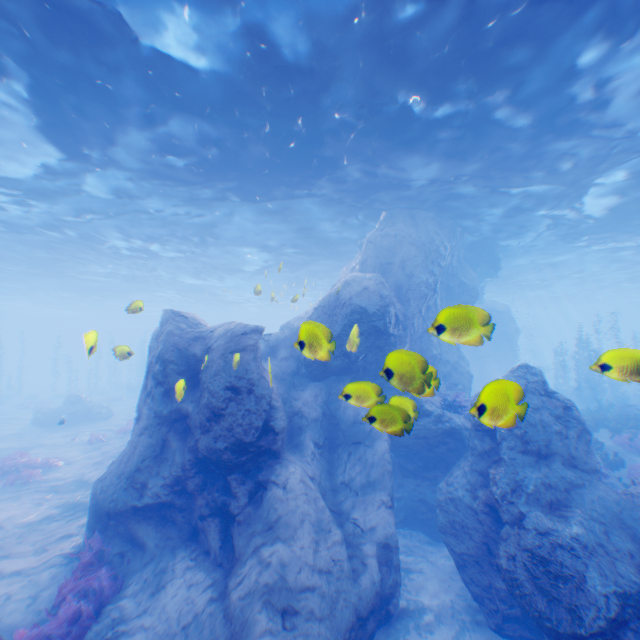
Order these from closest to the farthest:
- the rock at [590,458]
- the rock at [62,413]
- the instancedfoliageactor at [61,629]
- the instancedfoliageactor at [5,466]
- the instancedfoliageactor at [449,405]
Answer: the rock at [590,458], the instancedfoliageactor at [61,629], the instancedfoliageactor at [449,405], the instancedfoliageactor at [5,466], the rock at [62,413]

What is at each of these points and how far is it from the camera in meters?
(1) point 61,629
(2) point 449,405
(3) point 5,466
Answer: (1) instancedfoliageactor, 6.7 m
(2) instancedfoliageactor, 11.8 m
(3) instancedfoliageactor, 14.9 m

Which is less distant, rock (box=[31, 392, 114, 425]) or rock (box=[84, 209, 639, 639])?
rock (box=[84, 209, 639, 639])

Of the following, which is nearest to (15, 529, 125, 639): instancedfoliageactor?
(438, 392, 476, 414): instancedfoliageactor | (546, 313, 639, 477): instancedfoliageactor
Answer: (546, 313, 639, 477): instancedfoliageactor

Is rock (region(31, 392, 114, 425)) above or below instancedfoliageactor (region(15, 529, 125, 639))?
above

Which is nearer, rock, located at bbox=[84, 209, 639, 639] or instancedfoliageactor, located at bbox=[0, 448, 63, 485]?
rock, located at bbox=[84, 209, 639, 639]

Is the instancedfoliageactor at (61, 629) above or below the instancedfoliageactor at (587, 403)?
below

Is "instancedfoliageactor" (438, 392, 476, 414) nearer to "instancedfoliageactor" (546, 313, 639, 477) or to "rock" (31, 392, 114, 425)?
"rock" (31, 392, 114, 425)
